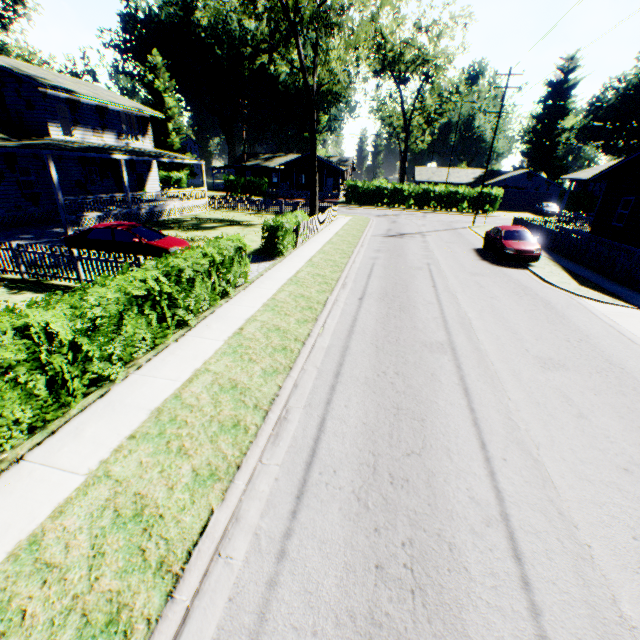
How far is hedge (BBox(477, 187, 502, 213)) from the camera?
41.2m

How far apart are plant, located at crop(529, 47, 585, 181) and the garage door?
20.1 meters

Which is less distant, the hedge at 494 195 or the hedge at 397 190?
the hedge at 494 195

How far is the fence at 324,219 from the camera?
17.98m

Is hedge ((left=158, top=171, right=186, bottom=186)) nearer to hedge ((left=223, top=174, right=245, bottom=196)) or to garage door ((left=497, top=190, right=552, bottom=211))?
hedge ((left=223, top=174, right=245, bottom=196))

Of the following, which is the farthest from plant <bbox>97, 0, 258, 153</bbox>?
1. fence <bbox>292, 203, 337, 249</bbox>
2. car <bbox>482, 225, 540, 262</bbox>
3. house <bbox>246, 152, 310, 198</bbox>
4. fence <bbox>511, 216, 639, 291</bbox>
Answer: fence <bbox>511, 216, 639, 291</bbox>

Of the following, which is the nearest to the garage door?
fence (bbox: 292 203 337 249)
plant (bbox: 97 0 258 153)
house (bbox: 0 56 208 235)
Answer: fence (bbox: 292 203 337 249)

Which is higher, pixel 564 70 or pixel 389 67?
pixel 564 70
